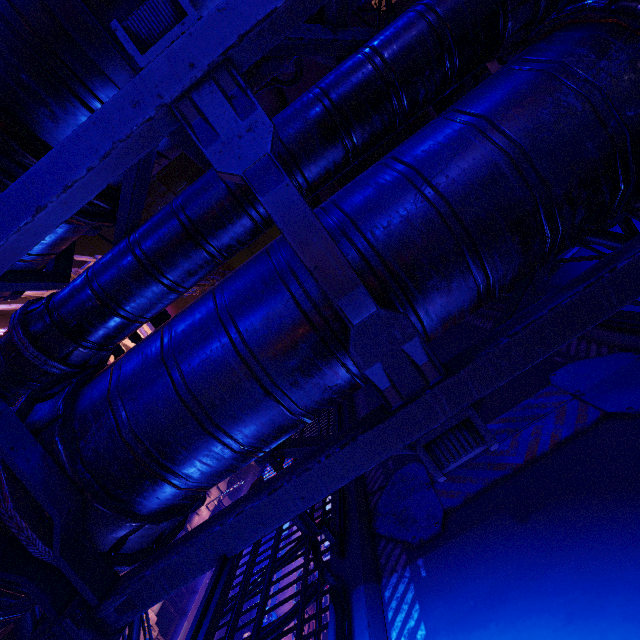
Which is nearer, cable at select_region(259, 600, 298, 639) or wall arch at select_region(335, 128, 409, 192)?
cable at select_region(259, 600, 298, 639)

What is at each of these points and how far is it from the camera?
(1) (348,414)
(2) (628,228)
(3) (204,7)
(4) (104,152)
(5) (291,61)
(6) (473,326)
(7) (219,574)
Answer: (1) walkway, 6.15m
(2) railing, 2.64m
(3) walkway, 2.05m
(4) pipe, 1.64m
(5) walkway, 3.02m
(6) walkway, 6.42m
(7) railing, 1.76m

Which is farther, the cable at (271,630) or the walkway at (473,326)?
the walkway at (473,326)

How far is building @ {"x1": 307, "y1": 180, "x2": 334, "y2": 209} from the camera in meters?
16.8 m

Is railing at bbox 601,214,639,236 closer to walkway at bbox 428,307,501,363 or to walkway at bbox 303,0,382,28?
walkway at bbox 428,307,501,363

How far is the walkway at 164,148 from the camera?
2.44m

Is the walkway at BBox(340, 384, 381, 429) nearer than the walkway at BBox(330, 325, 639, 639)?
No

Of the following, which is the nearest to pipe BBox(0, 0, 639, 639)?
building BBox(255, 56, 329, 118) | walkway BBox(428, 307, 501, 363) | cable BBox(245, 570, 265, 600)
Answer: cable BBox(245, 570, 265, 600)
